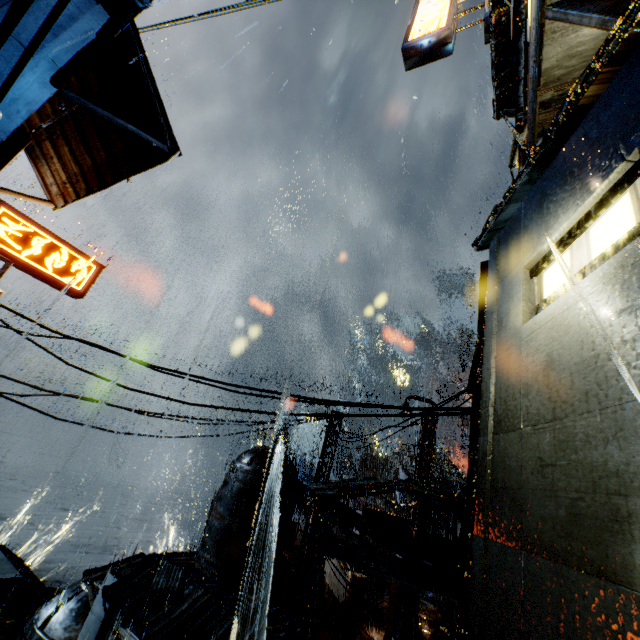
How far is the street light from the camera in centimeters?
1736cm

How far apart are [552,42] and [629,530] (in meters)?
5.18

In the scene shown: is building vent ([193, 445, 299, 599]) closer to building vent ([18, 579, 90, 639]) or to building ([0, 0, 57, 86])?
building ([0, 0, 57, 86])

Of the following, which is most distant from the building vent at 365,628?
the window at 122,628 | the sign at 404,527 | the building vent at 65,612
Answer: the building vent at 65,612

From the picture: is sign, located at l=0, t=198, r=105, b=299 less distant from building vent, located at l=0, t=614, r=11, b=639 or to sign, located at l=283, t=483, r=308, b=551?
building vent, located at l=0, t=614, r=11, b=639

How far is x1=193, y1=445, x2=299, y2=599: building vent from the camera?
15.5m

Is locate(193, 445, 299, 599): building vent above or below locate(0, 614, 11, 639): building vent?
above

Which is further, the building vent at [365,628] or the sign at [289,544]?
the building vent at [365,628]
